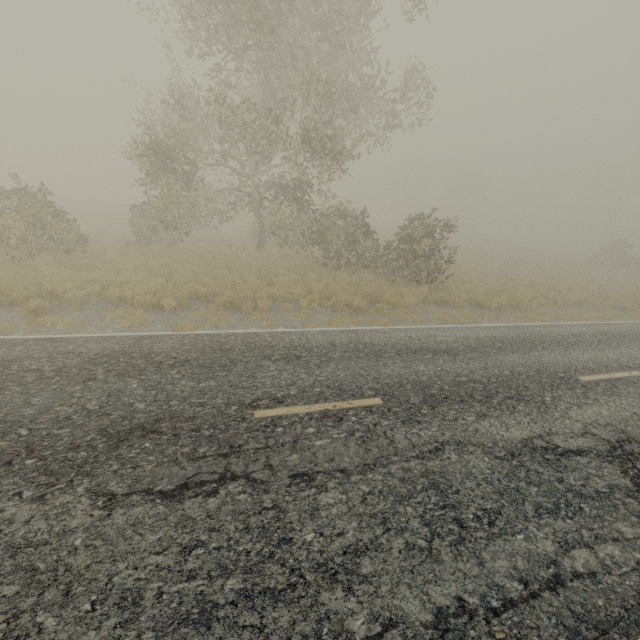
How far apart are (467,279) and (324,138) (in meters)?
10.51

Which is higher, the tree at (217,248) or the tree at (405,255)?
the tree at (405,255)

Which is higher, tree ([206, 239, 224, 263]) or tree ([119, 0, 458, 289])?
tree ([119, 0, 458, 289])

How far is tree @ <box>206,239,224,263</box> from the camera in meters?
16.6 m

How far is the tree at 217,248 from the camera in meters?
16.6

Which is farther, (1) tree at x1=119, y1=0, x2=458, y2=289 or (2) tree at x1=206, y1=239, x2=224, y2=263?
(2) tree at x1=206, y1=239, x2=224, y2=263
